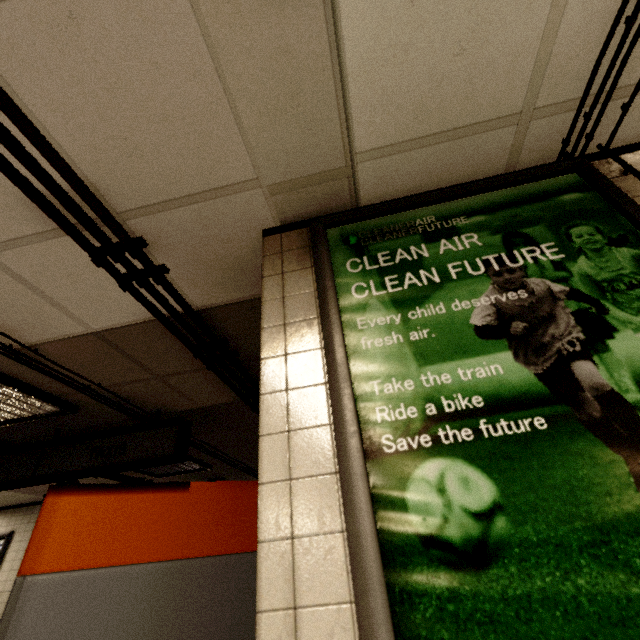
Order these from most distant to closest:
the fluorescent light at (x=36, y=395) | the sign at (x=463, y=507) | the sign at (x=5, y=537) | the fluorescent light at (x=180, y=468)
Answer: the sign at (x=5, y=537), the fluorescent light at (x=180, y=468), the fluorescent light at (x=36, y=395), the sign at (x=463, y=507)

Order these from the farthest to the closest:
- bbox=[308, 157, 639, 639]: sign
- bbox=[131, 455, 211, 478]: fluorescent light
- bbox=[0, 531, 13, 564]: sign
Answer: bbox=[0, 531, 13, 564]: sign
bbox=[131, 455, 211, 478]: fluorescent light
bbox=[308, 157, 639, 639]: sign

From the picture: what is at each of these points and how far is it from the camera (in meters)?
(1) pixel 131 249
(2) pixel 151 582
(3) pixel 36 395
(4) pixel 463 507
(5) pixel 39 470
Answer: (1) pipe, 1.61
(2) ticket machine, 1.04
(3) fluorescent light, 2.75
(4) sign, 0.81
(5) sign, 3.17

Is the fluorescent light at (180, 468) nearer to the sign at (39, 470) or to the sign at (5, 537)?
the sign at (39, 470)

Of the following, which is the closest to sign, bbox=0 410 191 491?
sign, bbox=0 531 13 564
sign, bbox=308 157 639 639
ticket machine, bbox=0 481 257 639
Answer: ticket machine, bbox=0 481 257 639

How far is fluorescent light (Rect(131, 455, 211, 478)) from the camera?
4.93m

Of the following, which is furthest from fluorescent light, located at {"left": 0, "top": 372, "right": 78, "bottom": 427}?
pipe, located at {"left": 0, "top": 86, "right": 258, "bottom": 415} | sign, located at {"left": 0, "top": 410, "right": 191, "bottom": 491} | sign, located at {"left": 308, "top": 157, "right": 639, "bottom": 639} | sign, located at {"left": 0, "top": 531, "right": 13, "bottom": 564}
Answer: sign, located at {"left": 0, "top": 531, "right": 13, "bottom": 564}

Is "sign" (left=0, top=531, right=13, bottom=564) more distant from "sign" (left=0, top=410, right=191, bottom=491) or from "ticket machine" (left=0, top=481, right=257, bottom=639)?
"ticket machine" (left=0, top=481, right=257, bottom=639)
